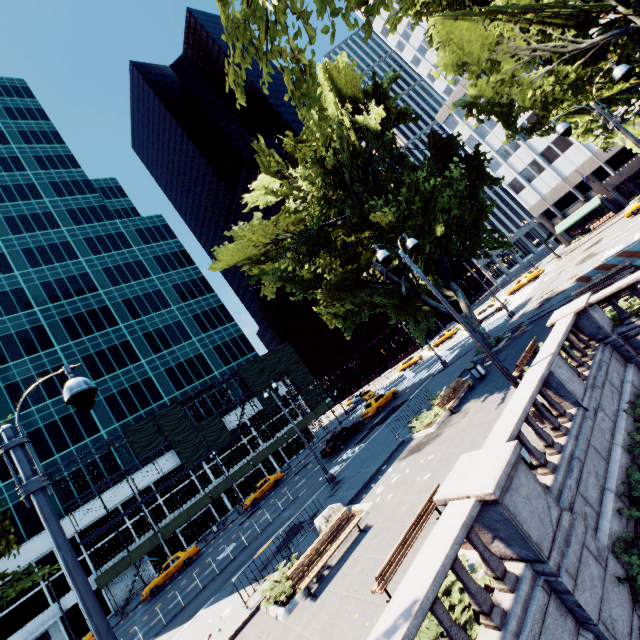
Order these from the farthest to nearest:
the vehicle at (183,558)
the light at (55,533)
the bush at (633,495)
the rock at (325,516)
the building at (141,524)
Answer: the building at (141,524), the vehicle at (183,558), the rock at (325,516), the bush at (633,495), the light at (55,533)

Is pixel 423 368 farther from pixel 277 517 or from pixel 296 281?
pixel 296 281

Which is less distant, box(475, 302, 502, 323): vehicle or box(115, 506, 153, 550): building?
box(115, 506, 153, 550): building

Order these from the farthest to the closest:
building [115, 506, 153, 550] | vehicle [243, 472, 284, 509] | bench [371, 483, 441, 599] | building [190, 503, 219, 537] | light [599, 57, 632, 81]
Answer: building [190, 503, 219, 537]
building [115, 506, 153, 550]
vehicle [243, 472, 284, 509]
light [599, 57, 632, 81]
bench [371, 483, 441, 599]

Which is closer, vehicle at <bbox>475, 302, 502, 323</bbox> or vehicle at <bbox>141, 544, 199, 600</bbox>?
vehicle at <bbox>141, 544, 199, 600</bbox>

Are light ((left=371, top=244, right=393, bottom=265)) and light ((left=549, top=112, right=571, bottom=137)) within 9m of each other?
yes

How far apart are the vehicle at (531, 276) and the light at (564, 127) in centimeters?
3595cm

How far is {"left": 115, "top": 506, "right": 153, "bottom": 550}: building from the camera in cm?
3622
